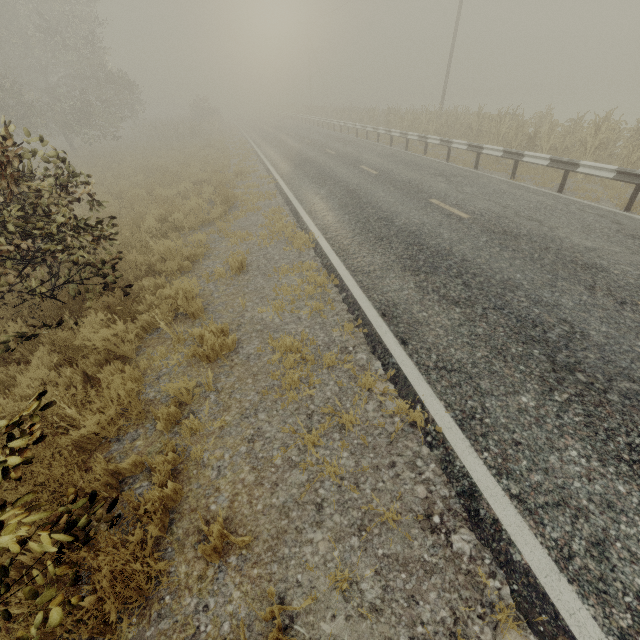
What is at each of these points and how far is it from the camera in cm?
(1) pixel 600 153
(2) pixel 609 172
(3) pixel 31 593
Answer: (1) tree, 1032
(2) guardrail, 818
(3) tree, 192

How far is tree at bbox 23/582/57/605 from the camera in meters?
1.9

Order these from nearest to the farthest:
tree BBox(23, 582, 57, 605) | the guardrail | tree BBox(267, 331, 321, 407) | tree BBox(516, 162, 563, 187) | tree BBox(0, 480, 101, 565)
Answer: tree BBox(0, 480, 101, 565), tree BBox(23, 582, 57, 605), tree BBox(267, 331, 321, 407), the guardrail, tree BBox(516, 162, 563, 187)

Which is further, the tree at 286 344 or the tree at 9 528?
the tree at 286 344

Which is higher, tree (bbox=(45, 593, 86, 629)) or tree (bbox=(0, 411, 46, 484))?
tree (bbox=(0, 411, 46, 484))

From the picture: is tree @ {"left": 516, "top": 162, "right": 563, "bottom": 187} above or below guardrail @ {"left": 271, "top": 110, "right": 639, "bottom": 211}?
below
